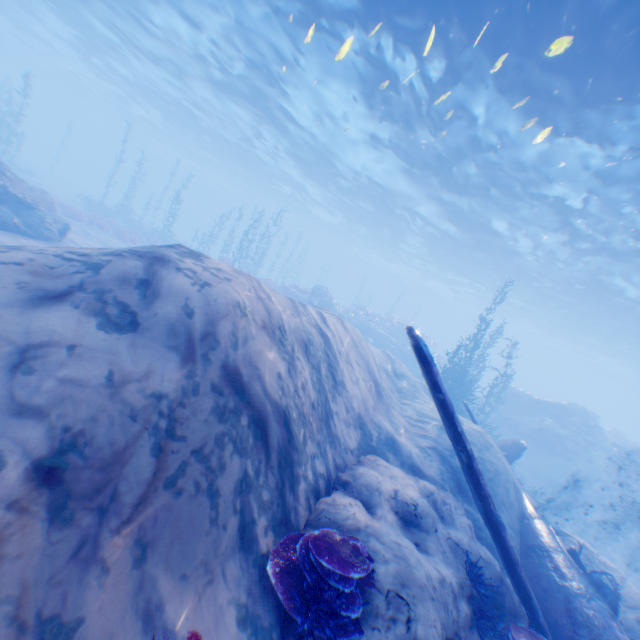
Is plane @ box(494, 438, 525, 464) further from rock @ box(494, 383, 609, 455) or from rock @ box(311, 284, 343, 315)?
rock @ box(311, 284, 343, 315)

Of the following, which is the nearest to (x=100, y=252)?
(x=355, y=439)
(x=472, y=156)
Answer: (x=355, y=439)

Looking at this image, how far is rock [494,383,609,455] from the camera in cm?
2136

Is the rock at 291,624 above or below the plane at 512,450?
below

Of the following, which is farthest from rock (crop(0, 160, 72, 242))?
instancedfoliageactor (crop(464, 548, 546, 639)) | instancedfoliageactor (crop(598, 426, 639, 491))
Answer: instancedfoliageactor (crop(598, 426, 639, 491))

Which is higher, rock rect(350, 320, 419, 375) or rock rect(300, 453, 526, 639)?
rock rect(350, 320, 419, 375)

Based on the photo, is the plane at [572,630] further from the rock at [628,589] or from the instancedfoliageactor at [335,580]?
the instancedfoliageactor at [335,580]

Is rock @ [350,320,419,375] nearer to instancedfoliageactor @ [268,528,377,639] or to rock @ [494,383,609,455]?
rock @ [494,383,609,455]
